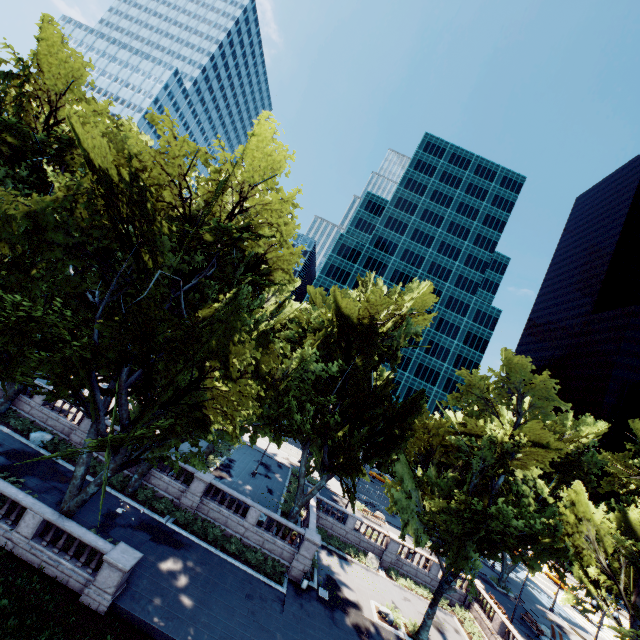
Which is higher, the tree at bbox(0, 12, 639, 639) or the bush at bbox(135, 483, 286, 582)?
the tree at bbox(0, 12, 639, 639)

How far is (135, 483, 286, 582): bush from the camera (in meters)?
23.65

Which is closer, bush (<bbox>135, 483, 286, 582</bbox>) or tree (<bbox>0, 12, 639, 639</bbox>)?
tree (<bbox>0, 12, 639, 639</bbox>)

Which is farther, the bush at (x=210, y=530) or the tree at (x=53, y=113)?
the bush at (x=210, y=530)

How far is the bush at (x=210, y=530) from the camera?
23.65m

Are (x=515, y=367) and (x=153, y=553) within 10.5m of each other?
no
